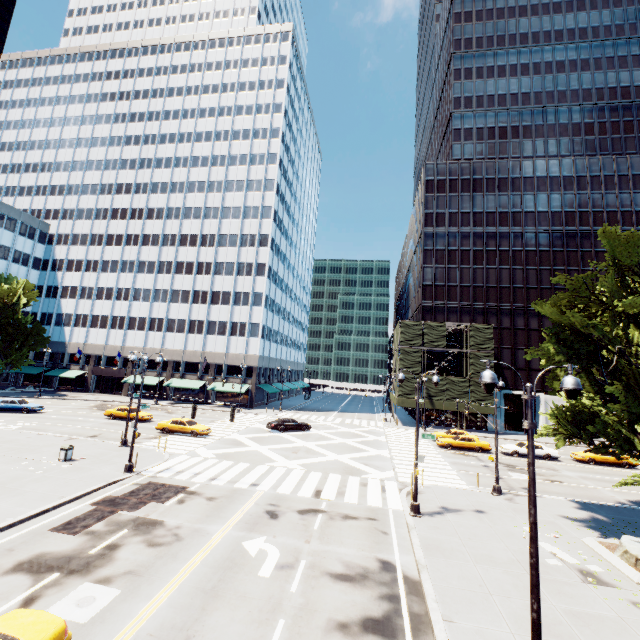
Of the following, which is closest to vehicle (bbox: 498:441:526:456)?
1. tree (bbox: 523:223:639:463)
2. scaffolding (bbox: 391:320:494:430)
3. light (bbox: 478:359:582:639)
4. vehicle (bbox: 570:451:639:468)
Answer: vehicle (bbox: 570:451:639:468)

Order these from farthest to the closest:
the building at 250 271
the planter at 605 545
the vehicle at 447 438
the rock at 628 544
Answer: the building at 250 271
the vehicle at 447 438
the rock at 628 544
the planter at 605 545

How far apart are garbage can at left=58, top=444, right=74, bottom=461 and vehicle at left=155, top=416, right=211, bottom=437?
10.1 meters

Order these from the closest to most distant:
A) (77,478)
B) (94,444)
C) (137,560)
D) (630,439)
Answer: (137,560) → (630,439) → (77,478) → (94,444)

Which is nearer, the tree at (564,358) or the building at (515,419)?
the tree at (564,358)

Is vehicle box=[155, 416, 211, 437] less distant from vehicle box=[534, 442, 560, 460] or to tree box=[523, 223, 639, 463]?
tree box=[523, 223, 639, 463]

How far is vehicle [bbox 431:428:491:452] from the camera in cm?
3319

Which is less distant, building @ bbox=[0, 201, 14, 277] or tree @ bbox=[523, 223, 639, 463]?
tree @ bbox=[523, 223, 639, 463]
